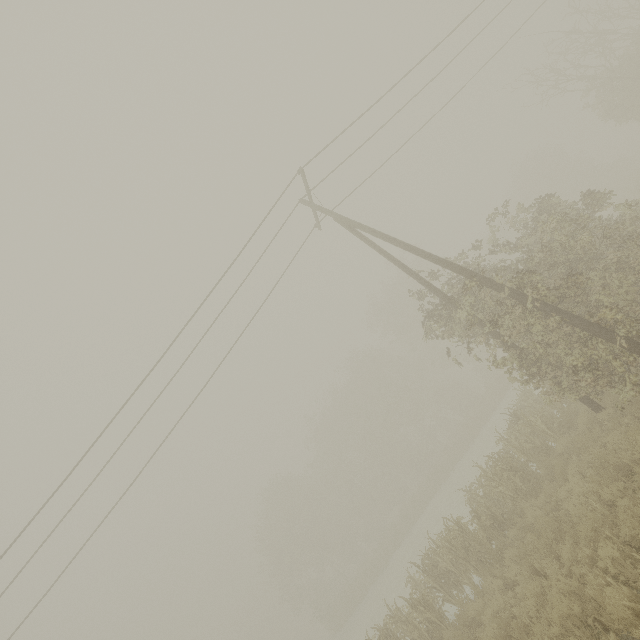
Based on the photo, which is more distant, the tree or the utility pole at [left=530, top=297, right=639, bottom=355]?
the tree

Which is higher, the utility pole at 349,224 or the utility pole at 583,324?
the utility pole at 349,224

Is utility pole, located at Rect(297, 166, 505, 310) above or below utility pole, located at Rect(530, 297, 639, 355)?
above

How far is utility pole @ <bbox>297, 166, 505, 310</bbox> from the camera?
9.2 meters

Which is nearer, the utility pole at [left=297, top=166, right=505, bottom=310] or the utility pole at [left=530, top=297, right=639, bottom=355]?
the utility pole at [left=530, top=297, right=639, bottom=355]

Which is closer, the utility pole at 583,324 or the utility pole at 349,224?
the utility pole at 583,324

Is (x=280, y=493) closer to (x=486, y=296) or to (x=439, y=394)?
(x=439, y=394)
